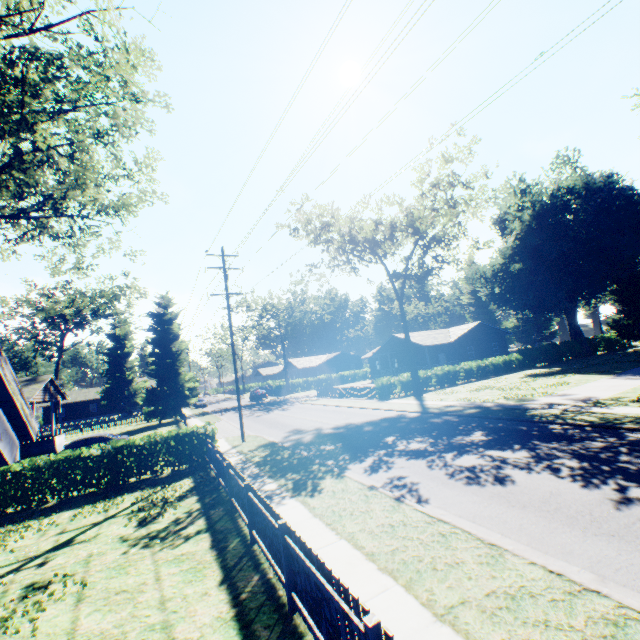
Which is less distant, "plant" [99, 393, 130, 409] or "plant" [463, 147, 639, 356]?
"plant" [463, 147, 639, 356]

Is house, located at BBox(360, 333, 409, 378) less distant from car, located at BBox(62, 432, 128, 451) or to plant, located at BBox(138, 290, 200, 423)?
plant, located at BBox(138, 290, 200, 423)

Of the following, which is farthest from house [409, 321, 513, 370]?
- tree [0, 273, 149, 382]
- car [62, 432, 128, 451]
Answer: tree [0, 273, 149, 382]

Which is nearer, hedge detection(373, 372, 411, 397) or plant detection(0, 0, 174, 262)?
plant detection(0, 0, 174, 262)

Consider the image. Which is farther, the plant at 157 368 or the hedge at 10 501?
the plant at 157 368

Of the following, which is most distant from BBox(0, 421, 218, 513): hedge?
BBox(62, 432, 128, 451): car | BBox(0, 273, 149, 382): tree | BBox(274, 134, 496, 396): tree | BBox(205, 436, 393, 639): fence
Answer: BBox(0, 273, 149, 382): tree

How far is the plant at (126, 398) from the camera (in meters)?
57.91

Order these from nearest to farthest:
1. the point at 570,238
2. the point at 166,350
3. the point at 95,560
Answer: the point at 95,560 → the point at 166,350 → the point at 570,238
